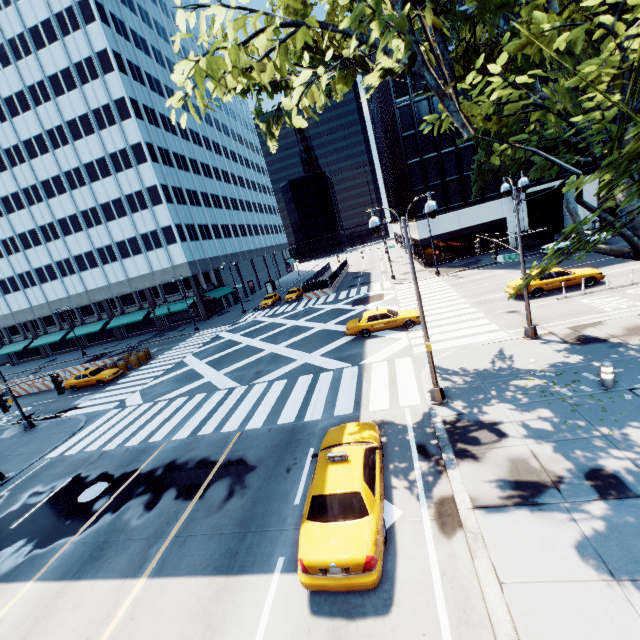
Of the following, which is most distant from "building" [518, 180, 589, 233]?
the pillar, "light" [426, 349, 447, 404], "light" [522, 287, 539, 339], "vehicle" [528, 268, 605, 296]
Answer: the pillar

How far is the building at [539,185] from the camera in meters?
36.4

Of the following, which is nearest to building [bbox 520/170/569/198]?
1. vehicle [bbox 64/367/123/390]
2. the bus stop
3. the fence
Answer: the bus stop

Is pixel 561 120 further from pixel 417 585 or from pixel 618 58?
pixel 417 585

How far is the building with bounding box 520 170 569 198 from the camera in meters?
36.4

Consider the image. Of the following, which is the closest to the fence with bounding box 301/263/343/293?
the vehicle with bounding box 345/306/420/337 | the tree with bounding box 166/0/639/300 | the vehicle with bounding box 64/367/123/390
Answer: the vehicle with bounding box 345/306/420/337

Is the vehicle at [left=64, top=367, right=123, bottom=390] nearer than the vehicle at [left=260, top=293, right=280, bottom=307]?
Yes

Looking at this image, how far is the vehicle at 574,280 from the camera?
19.8m
